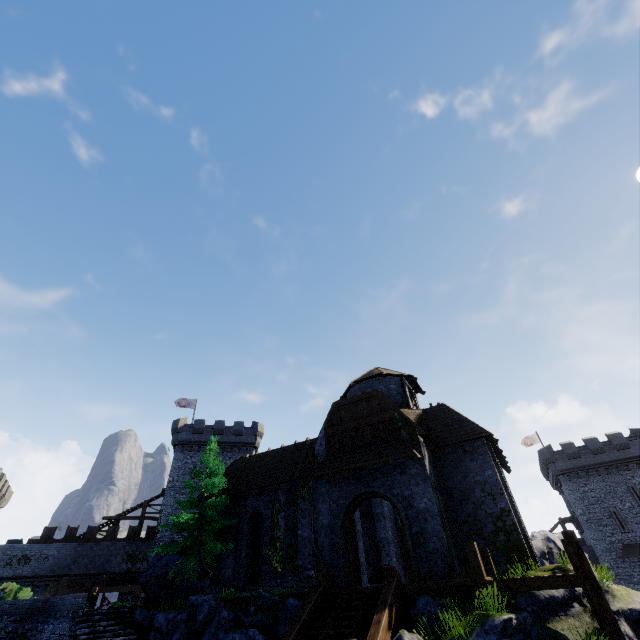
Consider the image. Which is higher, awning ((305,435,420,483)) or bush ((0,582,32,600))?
awning ((305,435,420,483))

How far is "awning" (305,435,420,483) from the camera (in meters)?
15.81

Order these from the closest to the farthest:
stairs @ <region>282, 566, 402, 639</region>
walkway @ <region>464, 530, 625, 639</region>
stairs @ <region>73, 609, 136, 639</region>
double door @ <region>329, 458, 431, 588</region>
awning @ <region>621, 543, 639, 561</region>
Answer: walkway @ <region>464, 530, 625, 639</region> < stairs @ <region>282, 566, 402, 639</region> < stairs @ <region>73, 609, 136, 639</region> < double door @ <region>329, 458, 431, 588</region> < awning @ <region>621, 543, 639, 561</region>

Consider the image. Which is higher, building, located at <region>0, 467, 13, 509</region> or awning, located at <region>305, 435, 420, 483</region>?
building, located at <region>0, 467, 13, 509</region>

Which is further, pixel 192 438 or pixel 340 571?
pixel 192 438

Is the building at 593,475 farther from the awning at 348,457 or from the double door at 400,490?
the awning at 348,457

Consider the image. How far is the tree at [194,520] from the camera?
18.7m

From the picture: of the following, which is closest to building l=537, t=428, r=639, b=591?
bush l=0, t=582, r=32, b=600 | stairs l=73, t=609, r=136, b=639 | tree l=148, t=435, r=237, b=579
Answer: tree l=148, t=435, r=237, b=579
